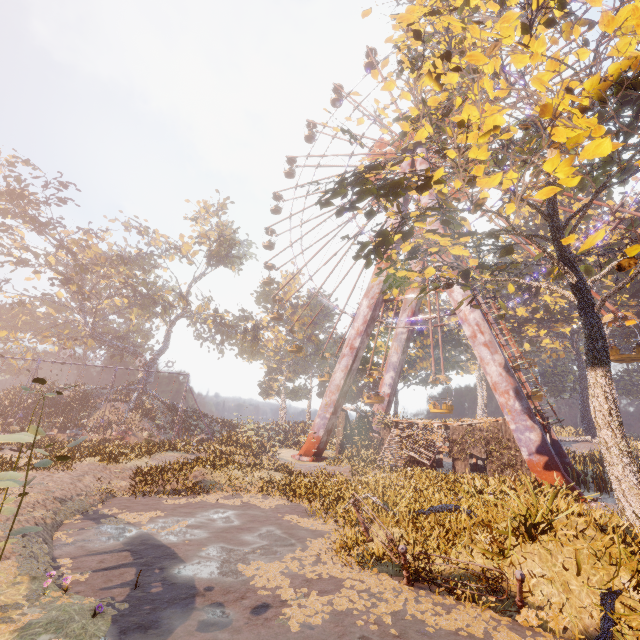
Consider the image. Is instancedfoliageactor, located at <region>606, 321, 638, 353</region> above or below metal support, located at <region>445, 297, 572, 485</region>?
above

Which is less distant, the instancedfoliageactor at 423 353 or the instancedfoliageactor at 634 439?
the instancedfoliageactor at 634 439

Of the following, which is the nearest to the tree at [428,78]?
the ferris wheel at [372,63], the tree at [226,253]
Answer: the ferris wheel at [372,63]

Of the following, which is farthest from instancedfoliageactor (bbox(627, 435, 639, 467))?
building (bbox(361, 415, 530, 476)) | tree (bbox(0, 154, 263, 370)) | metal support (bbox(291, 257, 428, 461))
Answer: tree (bbox(0, 154, 263, 370))

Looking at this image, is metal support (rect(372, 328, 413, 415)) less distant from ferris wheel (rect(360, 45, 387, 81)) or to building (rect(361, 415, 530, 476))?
ferris wheel (rect(360, 45, 387, 81))

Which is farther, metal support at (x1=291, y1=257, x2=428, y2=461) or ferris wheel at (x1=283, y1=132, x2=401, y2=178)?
ferris wheel at (x1=283, y1=132, x2=401, y2=178)

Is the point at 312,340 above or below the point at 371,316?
above

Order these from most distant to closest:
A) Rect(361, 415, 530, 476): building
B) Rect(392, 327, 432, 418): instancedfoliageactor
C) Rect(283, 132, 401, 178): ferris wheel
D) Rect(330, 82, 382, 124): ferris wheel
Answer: Rect(330, 82, 382, 124): ferris wheel → Rect(392, 327, 432, 418): instancedfoliageactor → Rect(283, 132, 401, 178): ferris wheel → Rect(361, 415, 530, 476): building
